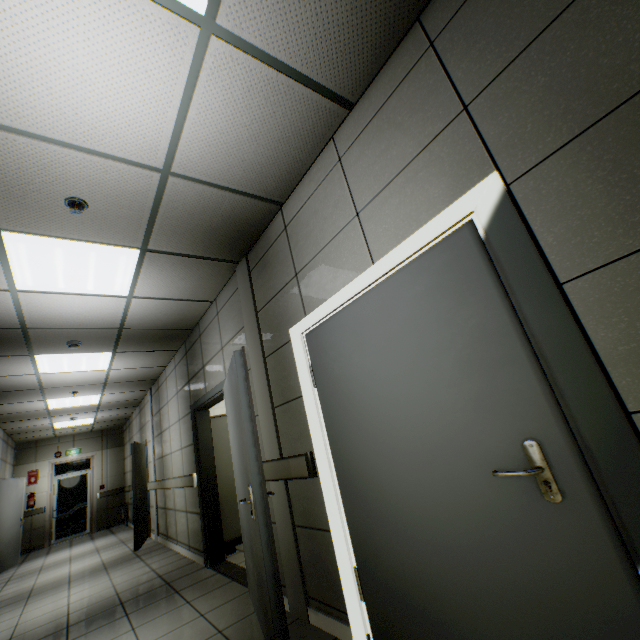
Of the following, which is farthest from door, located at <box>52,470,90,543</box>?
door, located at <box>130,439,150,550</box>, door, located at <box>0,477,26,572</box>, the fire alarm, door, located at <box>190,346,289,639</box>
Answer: the fire alarm

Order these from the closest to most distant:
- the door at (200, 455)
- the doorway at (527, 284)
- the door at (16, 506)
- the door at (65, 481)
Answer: the doorway at (527, 284), the door at (200, 455), the door at (16, 506), the door at (65, 481)

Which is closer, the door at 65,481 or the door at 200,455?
the door at 200,455

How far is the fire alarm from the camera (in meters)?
2.34

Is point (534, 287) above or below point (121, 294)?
below

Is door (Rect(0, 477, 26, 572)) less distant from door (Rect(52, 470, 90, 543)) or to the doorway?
door (Rect(52, 470, 90, 543))

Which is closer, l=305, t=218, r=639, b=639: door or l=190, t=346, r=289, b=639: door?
l=305, t=218, r=639, b=639: door

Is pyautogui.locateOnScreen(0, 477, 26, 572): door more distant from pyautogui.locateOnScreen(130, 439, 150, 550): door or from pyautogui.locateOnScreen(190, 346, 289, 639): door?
pyautogui.locateOnScreen(190, 346, 289, 639): door
